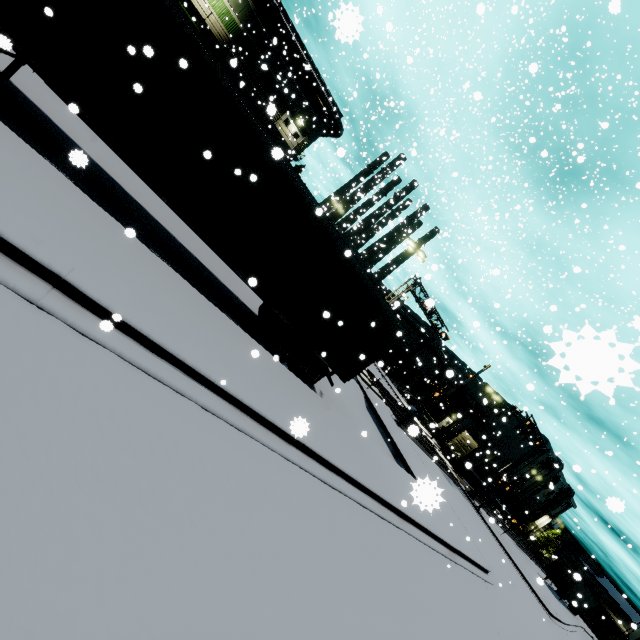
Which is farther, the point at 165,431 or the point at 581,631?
the point at 581,631

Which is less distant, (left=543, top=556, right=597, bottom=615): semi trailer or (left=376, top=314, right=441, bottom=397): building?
(left=543, top=556, right=597, bottom=615): semi trailer

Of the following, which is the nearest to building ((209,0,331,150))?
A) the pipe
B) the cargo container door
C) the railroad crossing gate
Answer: the pipe

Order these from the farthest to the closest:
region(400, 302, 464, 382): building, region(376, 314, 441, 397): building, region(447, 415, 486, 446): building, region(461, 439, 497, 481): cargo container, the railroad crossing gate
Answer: region(447, 415, 486, 446): building, region(376, 314, 441, 397): building, region(400, 302, 464, 382): building, region(461, 439, 497, 481): cargo container, the railroad crossing gate

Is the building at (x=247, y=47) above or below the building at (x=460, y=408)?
above

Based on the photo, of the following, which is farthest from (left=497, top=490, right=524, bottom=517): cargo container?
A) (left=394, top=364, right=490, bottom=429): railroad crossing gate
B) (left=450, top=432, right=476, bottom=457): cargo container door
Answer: (left=394, top=364, right=490, bottom=429): railroad crossing gate

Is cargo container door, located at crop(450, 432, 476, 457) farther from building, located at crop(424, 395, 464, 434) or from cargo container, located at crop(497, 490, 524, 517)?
building, located at crop(424, 395, 464, 434)

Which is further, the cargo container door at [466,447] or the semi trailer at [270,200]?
the cargo container door at [466,447]
